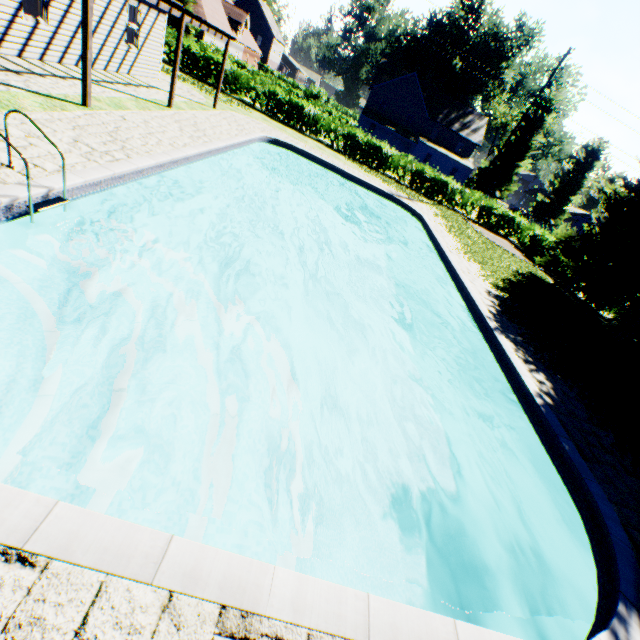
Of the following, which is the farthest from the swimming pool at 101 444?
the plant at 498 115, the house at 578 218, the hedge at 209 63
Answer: the house at 578 218

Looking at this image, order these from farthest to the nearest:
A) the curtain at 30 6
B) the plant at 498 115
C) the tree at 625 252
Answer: the plant at 498 115 → the tree at 625 252 → the curtain at 30 6

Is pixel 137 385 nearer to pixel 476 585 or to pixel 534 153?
pixel 476 585

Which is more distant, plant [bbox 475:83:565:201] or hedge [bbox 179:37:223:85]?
plant [bbox 475:83:565:201]

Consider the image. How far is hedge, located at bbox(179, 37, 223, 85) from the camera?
22.59m

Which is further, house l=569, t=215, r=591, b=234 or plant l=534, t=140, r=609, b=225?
house l=569, t=215, r=591, b=234

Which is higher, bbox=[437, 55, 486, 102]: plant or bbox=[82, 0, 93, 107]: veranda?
bbox=[437, 55, 486, 102]: plant
